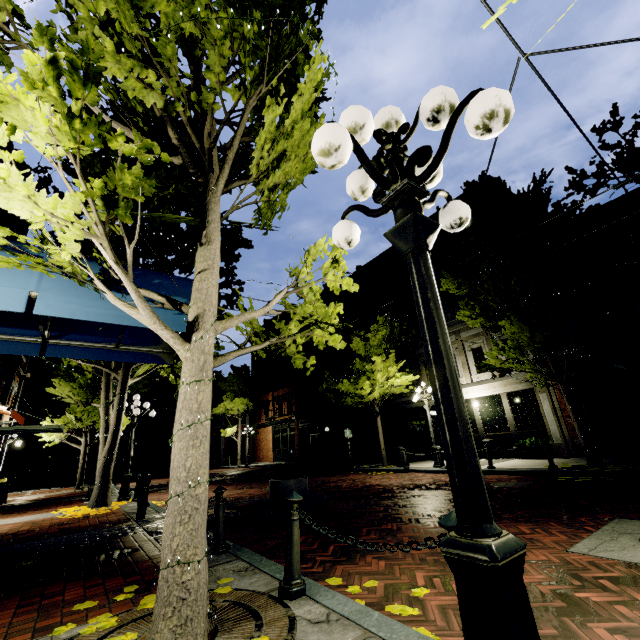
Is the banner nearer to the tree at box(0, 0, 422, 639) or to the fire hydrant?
the tree at box(0, 0, 422, 639)

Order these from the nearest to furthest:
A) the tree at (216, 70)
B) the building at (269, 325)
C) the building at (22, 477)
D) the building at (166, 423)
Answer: the tree at (216, 70), the building at (22, 477), the building at (269, 325), the building at (166, 423)

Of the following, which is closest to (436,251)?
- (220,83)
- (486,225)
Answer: (486,225)

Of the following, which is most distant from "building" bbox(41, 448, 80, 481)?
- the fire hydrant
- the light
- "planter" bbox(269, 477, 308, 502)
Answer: "planter" bbox(269, 477, 308, 502)

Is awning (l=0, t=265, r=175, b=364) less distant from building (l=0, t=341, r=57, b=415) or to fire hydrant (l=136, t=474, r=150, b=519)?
building (l=0, t=341, r=57, b=415)

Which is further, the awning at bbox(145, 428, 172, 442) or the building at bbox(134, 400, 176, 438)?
the building at bbox(134, 400, 176, 438)

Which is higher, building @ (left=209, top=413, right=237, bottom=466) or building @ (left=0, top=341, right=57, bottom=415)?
building @ (left=0, top=341, right=57, bottom=415)

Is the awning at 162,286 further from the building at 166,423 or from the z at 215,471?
the z at 215,471
